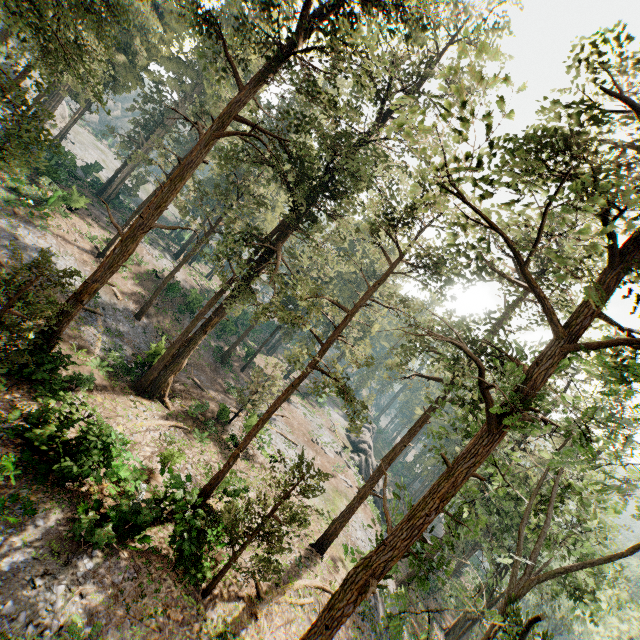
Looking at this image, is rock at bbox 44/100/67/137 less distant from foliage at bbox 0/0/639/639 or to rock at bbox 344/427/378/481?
foliage at bbox 0/0/639/639

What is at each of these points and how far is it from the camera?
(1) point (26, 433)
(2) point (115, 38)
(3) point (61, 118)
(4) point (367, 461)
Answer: (1) foliage, 13.2 meters
(2) foliage, 12.9 meters
(3) rock, 57.2 meters
(4) rock, 46.5 meters

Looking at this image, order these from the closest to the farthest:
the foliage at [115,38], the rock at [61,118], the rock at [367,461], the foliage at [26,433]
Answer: the foliage at [115,38] < the foliage at [26,433] < the rock at [367,461] < the rock at [61,118]

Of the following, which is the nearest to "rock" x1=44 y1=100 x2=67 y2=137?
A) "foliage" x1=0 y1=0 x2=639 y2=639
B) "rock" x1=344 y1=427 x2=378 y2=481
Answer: "foliage" x1=0 y1=0 x2=639 y2=639

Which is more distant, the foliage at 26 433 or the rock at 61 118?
the rock at 61 118

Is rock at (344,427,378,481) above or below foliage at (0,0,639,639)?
below
